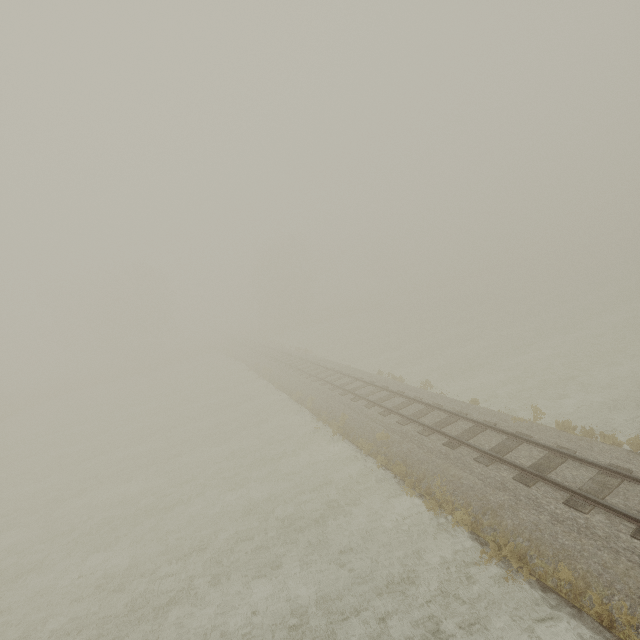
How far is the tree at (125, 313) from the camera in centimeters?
4941cm

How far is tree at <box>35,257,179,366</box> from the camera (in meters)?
49.41

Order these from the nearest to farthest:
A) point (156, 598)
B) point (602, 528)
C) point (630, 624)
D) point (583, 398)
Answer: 1. point (630, 624)
2. point (602, 528)
3. point (156, 598)
4. point (583, 398)
